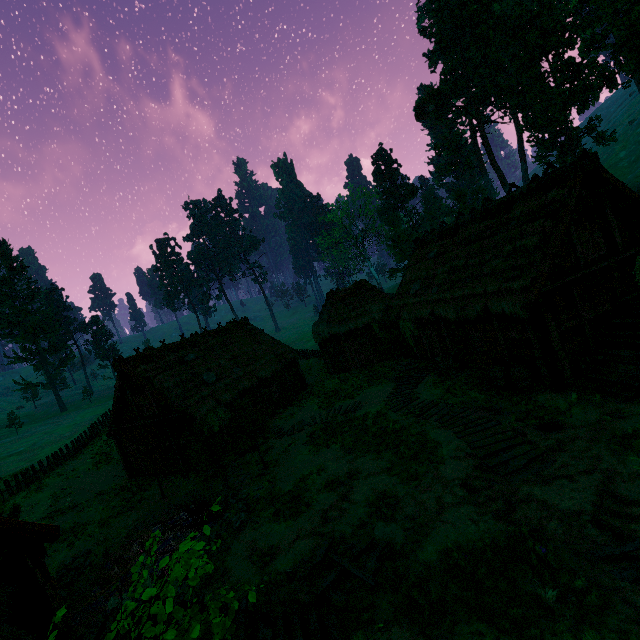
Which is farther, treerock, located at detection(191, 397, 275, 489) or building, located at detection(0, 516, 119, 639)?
treerock, located at detection(191, 397, 275, 489)

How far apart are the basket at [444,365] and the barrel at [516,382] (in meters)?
1.90

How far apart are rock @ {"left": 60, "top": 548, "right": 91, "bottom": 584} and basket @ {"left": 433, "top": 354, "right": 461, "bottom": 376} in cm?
1808

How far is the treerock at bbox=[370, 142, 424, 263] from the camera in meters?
51.8

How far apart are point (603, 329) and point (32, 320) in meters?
74.3

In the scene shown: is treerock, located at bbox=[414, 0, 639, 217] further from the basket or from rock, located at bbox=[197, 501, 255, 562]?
the basket

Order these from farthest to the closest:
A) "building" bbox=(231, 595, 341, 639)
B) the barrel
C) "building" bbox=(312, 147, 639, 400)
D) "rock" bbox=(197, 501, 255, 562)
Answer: the barrel → "building" bbox=(312, 147, 639, 400) → "rock" bbox=(197, 501, 255, 562) → "building" bbox=(231, 595, 341, 639)

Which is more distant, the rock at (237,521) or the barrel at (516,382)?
the barrel at (516,382)
